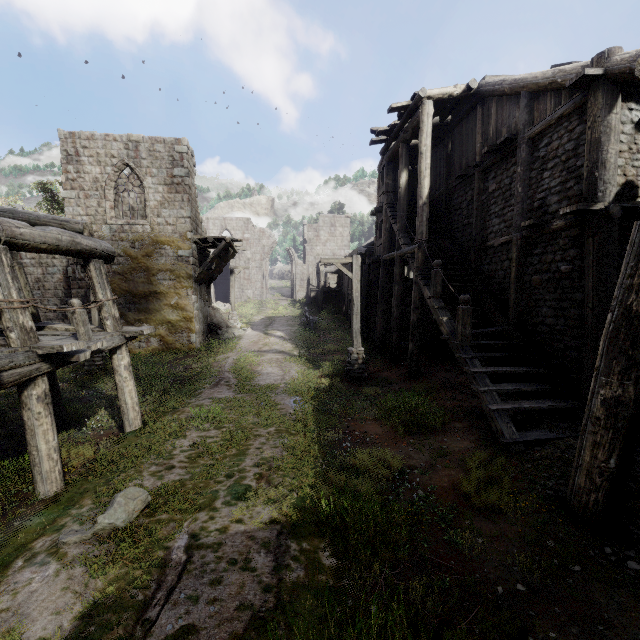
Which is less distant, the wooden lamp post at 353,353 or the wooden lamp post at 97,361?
the wooden lamp post at 353,353

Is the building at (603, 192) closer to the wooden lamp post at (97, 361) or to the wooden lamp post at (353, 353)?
the wooden lamp post at (97, 361)

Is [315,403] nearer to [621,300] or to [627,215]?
[621,300]

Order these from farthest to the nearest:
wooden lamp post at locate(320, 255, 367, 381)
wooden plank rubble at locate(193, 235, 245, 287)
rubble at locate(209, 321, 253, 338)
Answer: rubble at locate(209, 321, 253, 338)
wooden plank rubble at locate(193, 235, 245, 287)
wooden lamp post at locate(320, 255, 367, 381)

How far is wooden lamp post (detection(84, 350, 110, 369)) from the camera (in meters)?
14.89

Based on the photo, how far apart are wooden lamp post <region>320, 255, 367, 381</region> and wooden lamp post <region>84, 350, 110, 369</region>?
10.6m

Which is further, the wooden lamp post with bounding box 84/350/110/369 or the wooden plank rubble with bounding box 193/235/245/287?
the wooden plank rubble with bounding box 193/235/245/287

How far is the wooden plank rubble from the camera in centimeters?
1794cm
